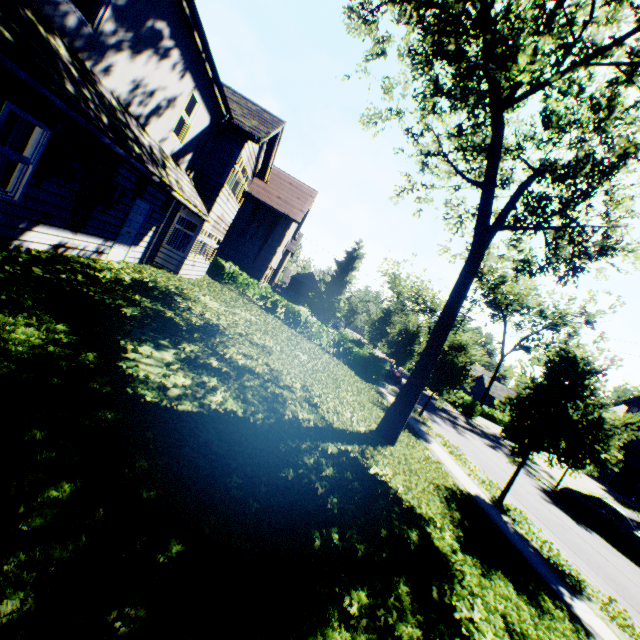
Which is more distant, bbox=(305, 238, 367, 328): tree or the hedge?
bbox=(305, 238, 367, 328): tree

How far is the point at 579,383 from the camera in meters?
12.0

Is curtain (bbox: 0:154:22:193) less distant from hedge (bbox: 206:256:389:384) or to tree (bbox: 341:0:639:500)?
tree (bbox: 341:0:639:500)

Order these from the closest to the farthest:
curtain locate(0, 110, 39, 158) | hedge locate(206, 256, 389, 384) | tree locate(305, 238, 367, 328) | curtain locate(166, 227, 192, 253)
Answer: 1. curtain locate(0, 110, 39, 158)
2. curtain locate(166, 227, 192, 253)
3. hedge locate(206, 256, 389, 384)
4. tree locate(305, 238, 367, 328)

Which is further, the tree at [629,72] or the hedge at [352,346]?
the hedge at [352,346]

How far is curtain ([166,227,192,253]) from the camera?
13.93m

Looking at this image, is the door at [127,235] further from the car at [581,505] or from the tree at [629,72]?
the car at [581,505]

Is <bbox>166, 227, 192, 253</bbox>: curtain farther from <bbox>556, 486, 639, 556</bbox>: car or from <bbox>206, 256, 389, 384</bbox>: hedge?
<bbox>556, 486, 639, 556</bbox>: car
